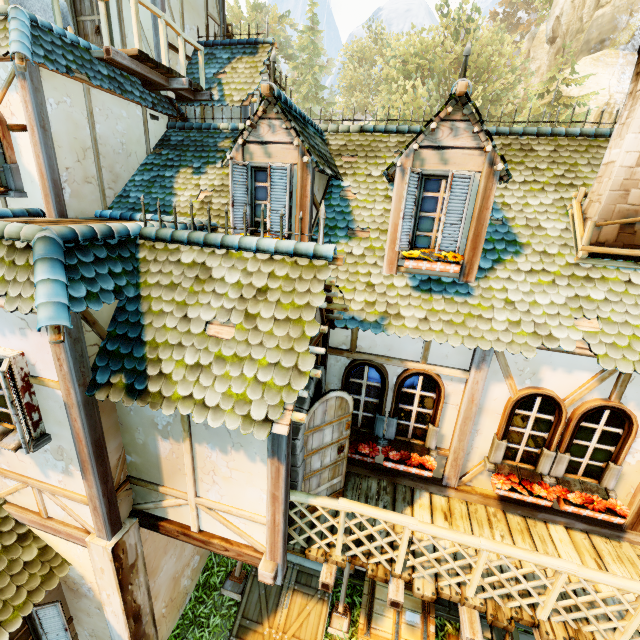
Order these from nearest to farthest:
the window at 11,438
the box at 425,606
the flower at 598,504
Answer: the window at 11,438
the flower at 598,504
the box at 425,606

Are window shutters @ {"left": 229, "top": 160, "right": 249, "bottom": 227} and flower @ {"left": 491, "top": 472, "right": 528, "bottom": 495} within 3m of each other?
no

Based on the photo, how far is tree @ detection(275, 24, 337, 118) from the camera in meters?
44.8

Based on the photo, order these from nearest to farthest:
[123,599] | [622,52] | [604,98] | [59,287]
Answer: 1. [59,287]
2. [123,599]
3. [622,52]
4. [604,98]

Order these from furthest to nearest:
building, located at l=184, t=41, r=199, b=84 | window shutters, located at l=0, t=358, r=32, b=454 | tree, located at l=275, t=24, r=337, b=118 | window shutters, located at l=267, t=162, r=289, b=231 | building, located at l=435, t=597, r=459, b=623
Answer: tree, located at l=275, t=24, r=337, b=118
building, located at l=184, t=41, r=199, b=84
building, located at l=435, t=597, r=459, b=623
window shutters, located at l=267, t=162, r=289, b=231
window shutters, located at l=0, t=358, r=32, b=454

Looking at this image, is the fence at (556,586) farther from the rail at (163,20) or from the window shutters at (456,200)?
Result: the rail at (163,20)

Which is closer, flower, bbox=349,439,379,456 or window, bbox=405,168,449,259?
window, bbox=405,168,449,259

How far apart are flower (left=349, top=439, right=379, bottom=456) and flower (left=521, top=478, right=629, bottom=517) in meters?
0.9 m
